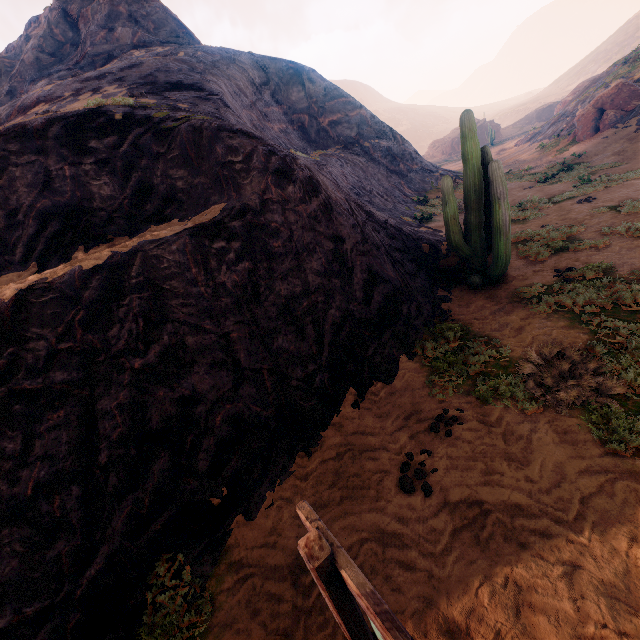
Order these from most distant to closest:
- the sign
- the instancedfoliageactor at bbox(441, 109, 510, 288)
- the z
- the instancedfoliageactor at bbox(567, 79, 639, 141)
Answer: the instancedfoliageactor at bbox(567, 79, 639, 141) → the instancedfoliageactor at bbox(441, 109, 510, 288) → the z → the sign

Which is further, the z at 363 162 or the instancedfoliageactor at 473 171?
the instancedfoliageactor at 473 171

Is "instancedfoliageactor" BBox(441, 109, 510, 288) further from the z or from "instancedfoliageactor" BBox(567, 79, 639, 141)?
"instancedfoliageactor" BBox(567, 79, 639, 141)

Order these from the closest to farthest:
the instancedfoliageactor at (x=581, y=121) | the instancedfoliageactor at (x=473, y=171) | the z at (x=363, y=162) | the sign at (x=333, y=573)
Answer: the sign at (x=333, y=573)
the z at (x=363, y=162)
the instancedfoliageactor at (x=473, y=171)
the instancedfoliageactor at (x=581, y=121)

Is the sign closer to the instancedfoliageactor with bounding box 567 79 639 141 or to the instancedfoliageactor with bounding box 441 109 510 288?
the instancedfoliageactor with bounding box 441 109 510 288

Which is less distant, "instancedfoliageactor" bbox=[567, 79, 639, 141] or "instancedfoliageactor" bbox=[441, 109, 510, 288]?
"instancedfoliageactor" bbox=[441, 109, 510, 288]

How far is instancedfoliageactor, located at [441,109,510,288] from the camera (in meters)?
7.13

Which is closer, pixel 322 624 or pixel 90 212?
pixel 322 624
